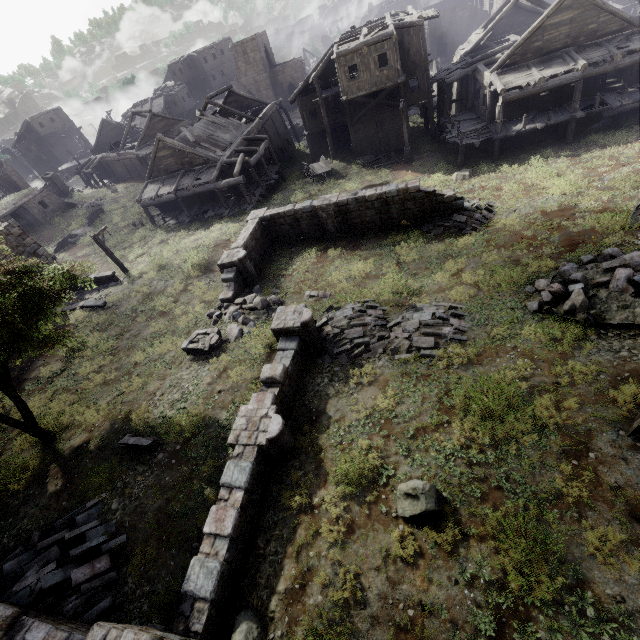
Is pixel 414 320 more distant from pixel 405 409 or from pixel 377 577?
pixel 377 577

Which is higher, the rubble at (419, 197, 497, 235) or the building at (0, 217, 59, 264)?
the building at (0, 217, 59, 264)

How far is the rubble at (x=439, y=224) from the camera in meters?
17.7 m

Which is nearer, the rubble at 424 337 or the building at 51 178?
the rubble at 424 337

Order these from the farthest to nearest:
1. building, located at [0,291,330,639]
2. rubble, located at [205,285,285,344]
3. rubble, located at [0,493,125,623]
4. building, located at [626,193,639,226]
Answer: rubble, located at [205,285,285,344] < building, located at [626,193,639,226] < rubble, located at [0,493,125,623] < building, located at [0,291,330,639]

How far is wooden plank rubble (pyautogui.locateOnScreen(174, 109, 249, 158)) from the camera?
28.4m

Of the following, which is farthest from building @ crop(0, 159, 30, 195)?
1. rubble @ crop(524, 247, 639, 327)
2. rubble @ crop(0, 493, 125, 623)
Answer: rubble @ crop(524, 247, 639, 327)

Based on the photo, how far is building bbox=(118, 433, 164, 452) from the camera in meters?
11.3
